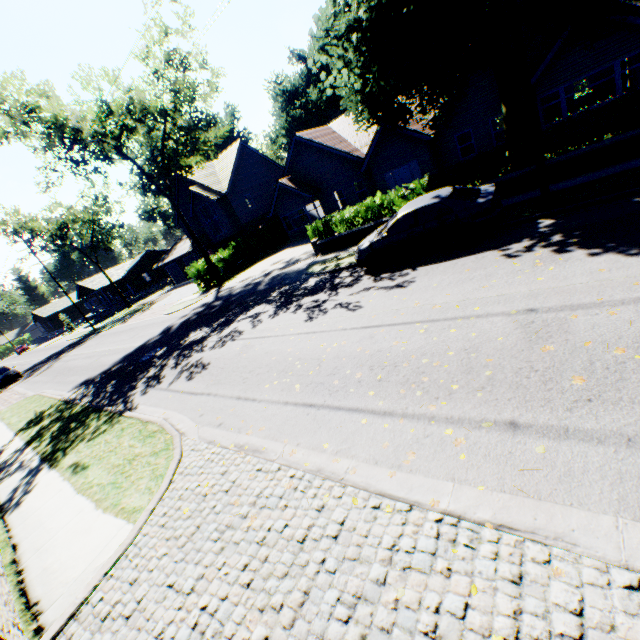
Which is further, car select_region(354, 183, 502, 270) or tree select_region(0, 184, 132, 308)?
tree select_region(0, 184, 132, 308)

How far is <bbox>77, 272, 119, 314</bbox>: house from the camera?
51.9m

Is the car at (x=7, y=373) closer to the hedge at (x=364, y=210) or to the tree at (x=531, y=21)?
the tree at (x=531, y=21)

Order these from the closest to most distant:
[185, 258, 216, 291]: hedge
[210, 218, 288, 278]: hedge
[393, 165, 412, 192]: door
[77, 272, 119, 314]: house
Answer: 1. [393, 165, 412, 192]: door
2. [185, 258, 216, 291]: hedge
3. [210, 218, 288, 278]: hedge
4. [77, 272, 119, 314]: house

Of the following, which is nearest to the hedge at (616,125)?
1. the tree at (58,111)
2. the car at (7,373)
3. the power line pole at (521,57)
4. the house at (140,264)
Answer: the tree at (58,111)

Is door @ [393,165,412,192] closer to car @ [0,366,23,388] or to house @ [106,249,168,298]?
car @ [0,366,23,388]

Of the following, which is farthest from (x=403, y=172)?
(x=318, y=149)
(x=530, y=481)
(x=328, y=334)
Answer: (x=530, y=481)

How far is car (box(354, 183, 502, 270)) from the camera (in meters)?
9.23
